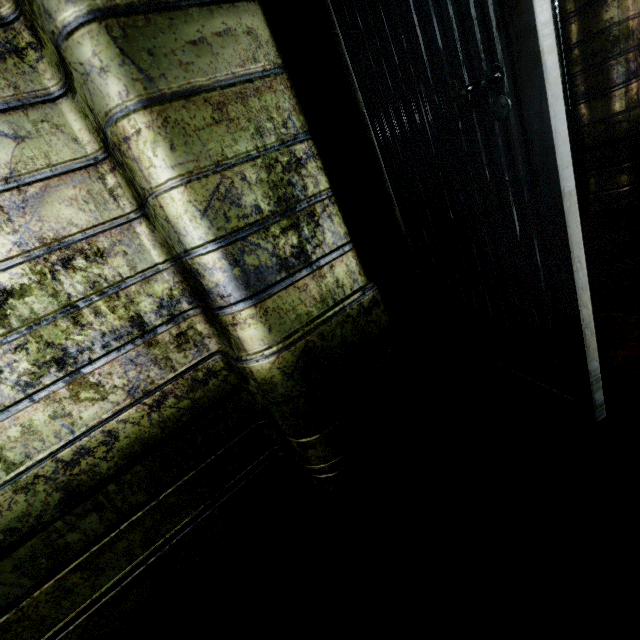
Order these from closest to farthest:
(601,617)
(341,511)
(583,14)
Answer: (601,617), (341,511), (583,14)
